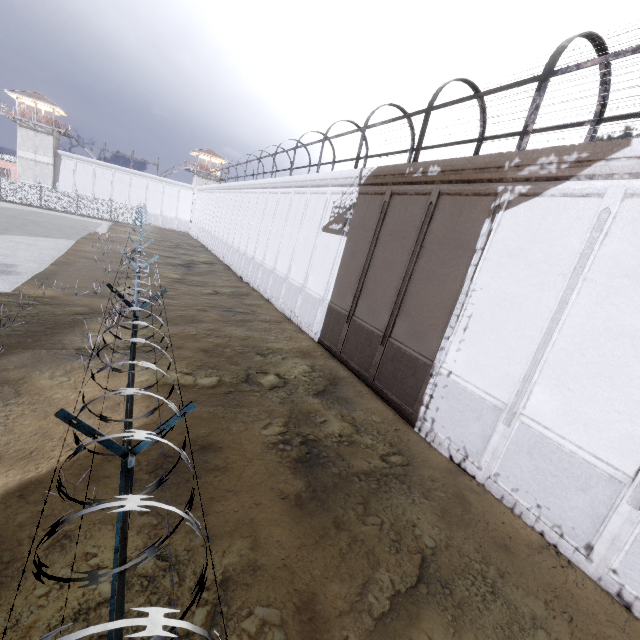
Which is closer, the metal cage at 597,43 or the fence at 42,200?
the fence at 42,200

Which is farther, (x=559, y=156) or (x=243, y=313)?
(x=243, y=313)

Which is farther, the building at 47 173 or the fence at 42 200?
the building at 47 173

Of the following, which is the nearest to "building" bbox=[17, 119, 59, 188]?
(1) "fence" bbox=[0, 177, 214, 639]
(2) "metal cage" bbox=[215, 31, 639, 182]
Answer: Result: (1) "fence" bbox=[0, 177, 214, 639]

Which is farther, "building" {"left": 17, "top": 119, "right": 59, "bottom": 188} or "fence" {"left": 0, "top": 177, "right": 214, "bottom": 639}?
"building" {"left": 17, "top": 119, "right": 59, "bottom": 188}

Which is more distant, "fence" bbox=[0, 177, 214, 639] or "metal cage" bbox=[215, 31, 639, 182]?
"metal cage" bbox=[215, 31, 639, 182]

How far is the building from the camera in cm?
4591
